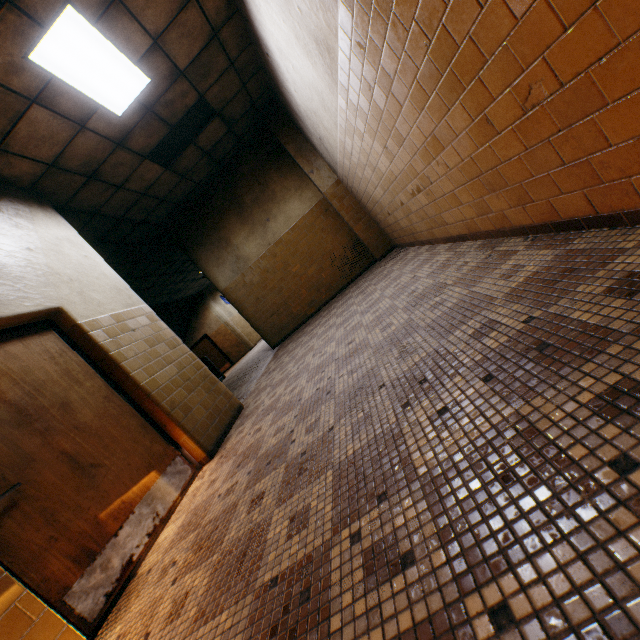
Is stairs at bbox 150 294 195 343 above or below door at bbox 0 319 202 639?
above

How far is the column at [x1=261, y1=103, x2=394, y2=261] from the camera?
6.9 meters

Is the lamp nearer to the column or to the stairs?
the column

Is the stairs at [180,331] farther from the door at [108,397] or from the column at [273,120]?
the column at [273,120]

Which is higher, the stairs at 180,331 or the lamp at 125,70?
the lamp at 125,70

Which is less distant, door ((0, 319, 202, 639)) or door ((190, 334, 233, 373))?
door ((0, 319, 202, 639))

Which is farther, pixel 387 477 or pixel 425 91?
pixel 425 91

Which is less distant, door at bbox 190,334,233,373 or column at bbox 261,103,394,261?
column at bbox 261,103,394,261
